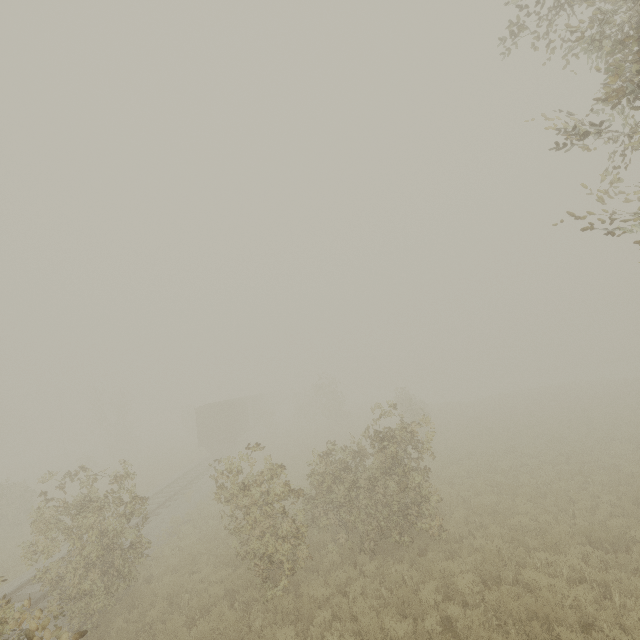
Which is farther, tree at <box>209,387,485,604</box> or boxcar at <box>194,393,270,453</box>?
boxcar at <box>194,393,270,453</box>

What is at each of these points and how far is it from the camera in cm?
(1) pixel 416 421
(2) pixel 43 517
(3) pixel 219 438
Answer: (1) tree, 2320
(2) tree, 953
(3) boxcar, 3056

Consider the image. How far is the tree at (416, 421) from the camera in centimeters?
920cm

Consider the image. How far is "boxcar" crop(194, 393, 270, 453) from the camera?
30.6m

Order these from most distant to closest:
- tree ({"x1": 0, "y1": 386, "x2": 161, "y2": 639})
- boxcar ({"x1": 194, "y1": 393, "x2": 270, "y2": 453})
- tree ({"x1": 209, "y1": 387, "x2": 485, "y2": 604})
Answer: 1. boxcar ({"x1": 194, "y1": 393, "x2": 270, "y2": 453})
2. tree ({"x1": 209, "y1": 387, "x2": 485, "y2": 604})
3. tree ({"x1": 0, "y1": 386, "x2": 161, "y2": 639})

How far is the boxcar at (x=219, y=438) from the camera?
30.6m

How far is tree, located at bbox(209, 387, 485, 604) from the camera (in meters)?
9.20
